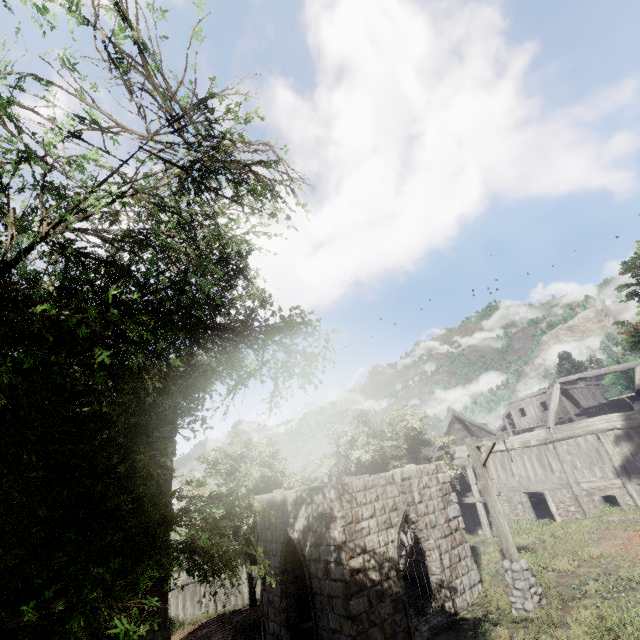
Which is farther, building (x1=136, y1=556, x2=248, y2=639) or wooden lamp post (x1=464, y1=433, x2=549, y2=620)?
wooden lamp post (x1=464, y1=433, x2=549, y2=620)

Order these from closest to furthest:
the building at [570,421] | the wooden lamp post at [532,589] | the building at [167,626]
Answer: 1. the building at [167,626]
2. the wooden lamp post at [532,589]
3. the building at [570,421]

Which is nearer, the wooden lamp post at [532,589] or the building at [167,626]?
the building at [167,626]

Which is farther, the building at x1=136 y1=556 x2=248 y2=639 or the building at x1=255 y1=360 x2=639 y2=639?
the building at x1=255 y1=360 x2=639 y2=639

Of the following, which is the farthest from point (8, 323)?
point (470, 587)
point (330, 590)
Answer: point (470, 587)

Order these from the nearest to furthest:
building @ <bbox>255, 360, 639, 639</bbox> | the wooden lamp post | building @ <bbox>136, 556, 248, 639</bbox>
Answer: building @ <bbox>136, 556, 248, 639</bbox> → the wooden lamp post → building @ <bbox>255, 360, 639, 639</bbox>

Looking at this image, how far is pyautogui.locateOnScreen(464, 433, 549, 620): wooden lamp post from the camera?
9.04m
